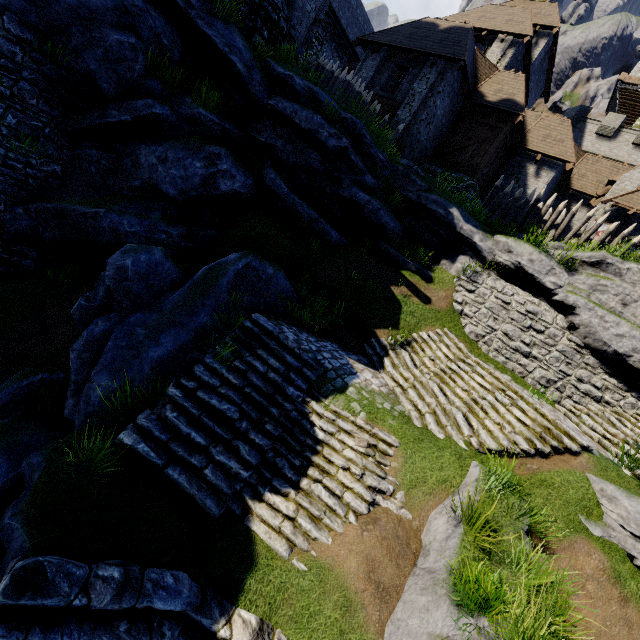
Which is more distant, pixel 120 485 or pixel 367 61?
pixel 367 61

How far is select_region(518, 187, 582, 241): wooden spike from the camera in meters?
13.6

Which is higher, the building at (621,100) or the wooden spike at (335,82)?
the building at (621,100)

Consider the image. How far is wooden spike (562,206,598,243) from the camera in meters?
13.1

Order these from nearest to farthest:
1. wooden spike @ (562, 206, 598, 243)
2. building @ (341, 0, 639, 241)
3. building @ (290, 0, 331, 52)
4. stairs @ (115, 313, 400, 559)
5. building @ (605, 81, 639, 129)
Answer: stairs @ (115, 313, 400, 559), building @ (290, 0, 331, 52), wooden spike @ (562, 206, 598, 243), building @ (341, 0, 639, 241), building @ (605, 81, 639, 129)

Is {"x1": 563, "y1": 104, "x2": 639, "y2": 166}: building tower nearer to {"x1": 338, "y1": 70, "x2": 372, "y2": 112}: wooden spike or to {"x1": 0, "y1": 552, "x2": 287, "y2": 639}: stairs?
{"x1": 338, "y1": 70, "x2": 372, "y2": 112}: wooden spike

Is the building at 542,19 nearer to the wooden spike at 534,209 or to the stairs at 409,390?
the wooden spike at 534,209

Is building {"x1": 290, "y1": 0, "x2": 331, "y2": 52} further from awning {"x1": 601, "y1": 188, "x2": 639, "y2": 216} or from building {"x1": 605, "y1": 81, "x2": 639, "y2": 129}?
building {"x1": 605, "y1": 81, "x2": 639, "y2": 129}
